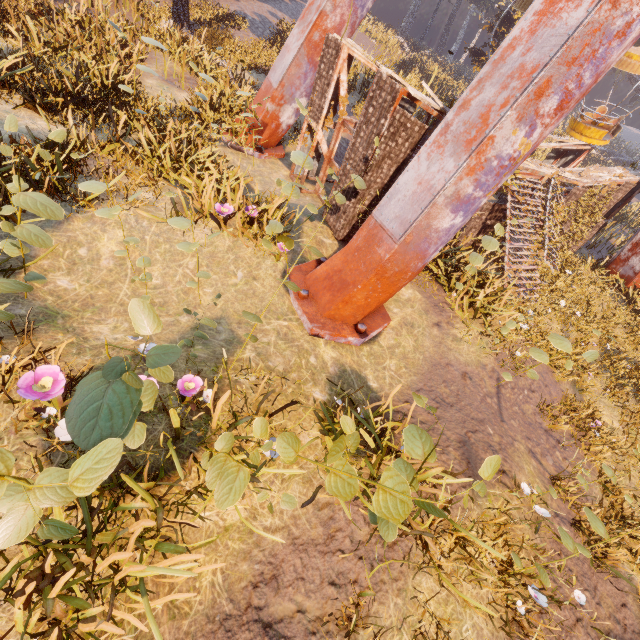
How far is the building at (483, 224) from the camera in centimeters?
997cm

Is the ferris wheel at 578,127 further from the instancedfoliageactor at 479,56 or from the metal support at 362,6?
the instancedfoliageactor at 479,56

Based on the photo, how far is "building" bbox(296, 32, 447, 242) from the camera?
7.04m

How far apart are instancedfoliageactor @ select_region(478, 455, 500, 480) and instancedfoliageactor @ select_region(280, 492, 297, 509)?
1.50m

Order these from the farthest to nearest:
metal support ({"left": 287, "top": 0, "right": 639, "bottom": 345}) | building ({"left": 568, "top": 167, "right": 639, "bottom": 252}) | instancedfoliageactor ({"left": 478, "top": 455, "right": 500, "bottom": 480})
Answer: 1. building ({"left": 568, "top": 167, "right": 639, "bottom": 252})
2. metal support ({"left": 287, "top": 0, "right": 639, "bottom": 345})
3. instancedfoliageactor ({"left": 478, "top": 455, "right": 500, "bottom": 480})

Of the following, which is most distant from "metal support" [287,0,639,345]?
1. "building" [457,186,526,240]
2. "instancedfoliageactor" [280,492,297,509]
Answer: "instancedfoliageactor" [280,492,297,509]

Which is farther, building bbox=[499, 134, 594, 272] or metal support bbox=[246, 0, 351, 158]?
building bbox=[499, 134, 594, 272]

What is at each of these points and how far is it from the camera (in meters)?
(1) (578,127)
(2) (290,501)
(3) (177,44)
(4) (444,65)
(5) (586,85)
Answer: (1) ferris wheel, 12.17
(2) instancedfoliageactor, 2.54
(3) instancedfoliageactor, 13.70
(4) instancedfoliageactor, 43.12
(5) metal support, 5.02
